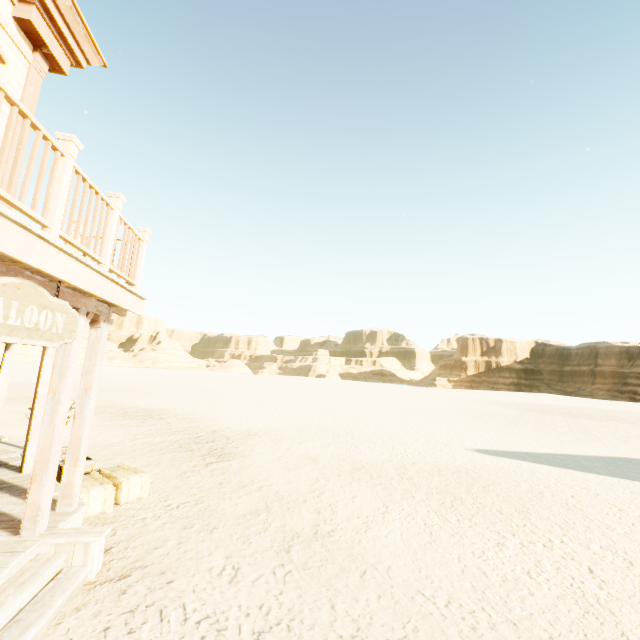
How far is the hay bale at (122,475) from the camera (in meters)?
4.98

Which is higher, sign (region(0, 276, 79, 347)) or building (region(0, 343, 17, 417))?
sign (region(0, 276, 79, 347))

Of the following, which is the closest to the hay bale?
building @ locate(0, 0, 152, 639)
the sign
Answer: building @ locate(0, 0, 152, 639)

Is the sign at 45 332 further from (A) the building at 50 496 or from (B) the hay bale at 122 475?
(B) the hay bale at 122 475

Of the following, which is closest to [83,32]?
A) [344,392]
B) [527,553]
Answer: [527,553]

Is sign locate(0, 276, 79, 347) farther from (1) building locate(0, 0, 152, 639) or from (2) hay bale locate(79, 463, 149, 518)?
(2) hay bale locate(79, 463, 149, 518)

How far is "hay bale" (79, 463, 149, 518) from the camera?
5.0 meters

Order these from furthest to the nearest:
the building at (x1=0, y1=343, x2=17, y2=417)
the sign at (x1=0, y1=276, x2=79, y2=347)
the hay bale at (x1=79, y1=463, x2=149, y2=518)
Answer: the building at (x1=0, y1=343, x2=17, y2=417) < the hay bale at (x1=79, y1=463, x2=149, y2=518) < the sign at (x1=0, y1=276, x2=79, y2=347)
